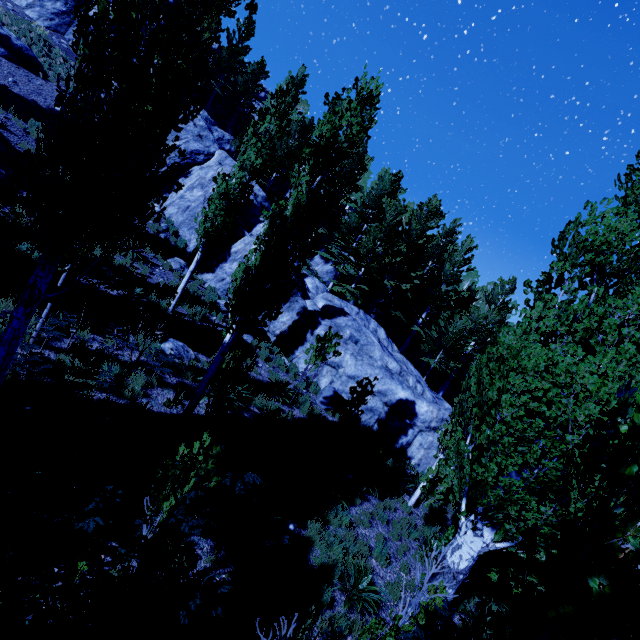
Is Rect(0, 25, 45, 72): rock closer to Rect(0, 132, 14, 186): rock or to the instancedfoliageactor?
the instancedfoliageactor

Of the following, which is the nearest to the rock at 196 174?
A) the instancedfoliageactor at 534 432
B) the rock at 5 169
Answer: the instancedfoliageactor at 534 432

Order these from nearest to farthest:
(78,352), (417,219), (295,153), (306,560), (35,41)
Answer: (306,560)
(78,352)
(35,41)
(417,219)
(295,153)

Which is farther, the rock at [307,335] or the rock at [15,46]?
the rock at [15,46]

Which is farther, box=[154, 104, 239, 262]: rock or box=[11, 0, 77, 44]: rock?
box=[11, 0, 77, 44]: rock
